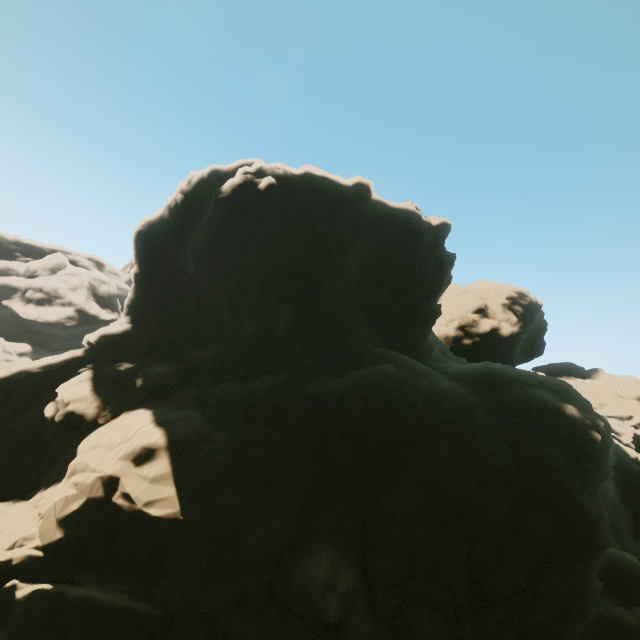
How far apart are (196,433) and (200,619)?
10.51m
